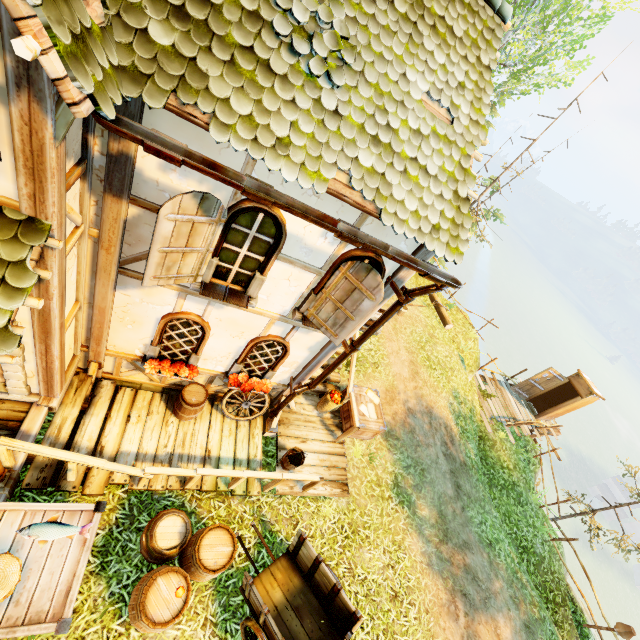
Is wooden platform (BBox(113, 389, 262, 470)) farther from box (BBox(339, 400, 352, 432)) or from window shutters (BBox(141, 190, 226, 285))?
window shutters (BBox(141, 190, 226, 285))

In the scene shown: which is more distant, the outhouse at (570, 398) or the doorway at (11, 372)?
the outhouse at (570, 398)

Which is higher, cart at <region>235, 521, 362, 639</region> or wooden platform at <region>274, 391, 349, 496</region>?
cart at <region>235, 521, 362, 639</region>

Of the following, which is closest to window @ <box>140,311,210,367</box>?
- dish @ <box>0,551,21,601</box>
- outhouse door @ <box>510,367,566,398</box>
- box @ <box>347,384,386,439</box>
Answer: dish @ <box>0,551,21,601</box>

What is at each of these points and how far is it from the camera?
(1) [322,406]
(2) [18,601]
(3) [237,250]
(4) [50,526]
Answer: (1) basket, 8.11m
(2) box, 2.92m
(3) window, 4.18m
(4) fish, 3.28m

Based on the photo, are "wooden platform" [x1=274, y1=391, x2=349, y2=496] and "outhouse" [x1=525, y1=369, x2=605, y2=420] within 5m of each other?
no

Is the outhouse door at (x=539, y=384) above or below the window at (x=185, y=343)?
below

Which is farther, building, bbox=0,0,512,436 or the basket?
the basket
